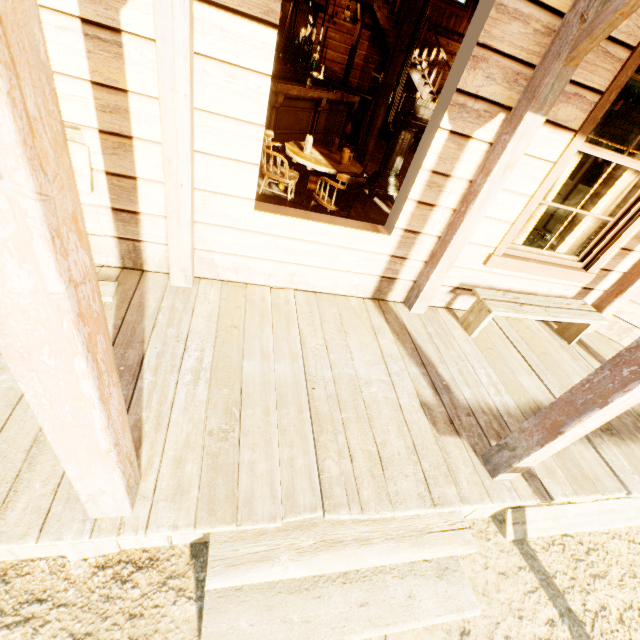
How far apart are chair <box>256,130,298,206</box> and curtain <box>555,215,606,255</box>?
2.6 meters

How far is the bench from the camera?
3.3m

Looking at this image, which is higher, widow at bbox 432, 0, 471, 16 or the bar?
widow at bbox 432, 0, 471, 16

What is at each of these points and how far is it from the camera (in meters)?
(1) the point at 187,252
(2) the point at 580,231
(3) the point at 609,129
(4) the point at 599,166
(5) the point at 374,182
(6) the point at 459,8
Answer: (1) building, 2.65
(2) curtain, 3.58
(3) building, 5.80
(4) building, 7.05
(5) furnace, 5.60
(6) widow, 9.95

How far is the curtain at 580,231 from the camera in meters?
3.5

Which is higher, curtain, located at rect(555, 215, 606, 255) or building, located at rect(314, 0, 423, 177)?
building, located at rect(314, 0, 423, 177)

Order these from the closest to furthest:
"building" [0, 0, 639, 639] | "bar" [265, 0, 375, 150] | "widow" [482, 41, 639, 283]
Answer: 1. "building" [0, 0, 639, 639]
2. "widow" [482, 41, 639, 283]
3. "bar" [265, 0, 375, 150]

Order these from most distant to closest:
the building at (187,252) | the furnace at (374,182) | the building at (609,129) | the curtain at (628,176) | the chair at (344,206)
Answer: the building at (609,129), the furnace at (374,182), the chair at (344,206), the curtain at (628,176), the building at (187,252)
